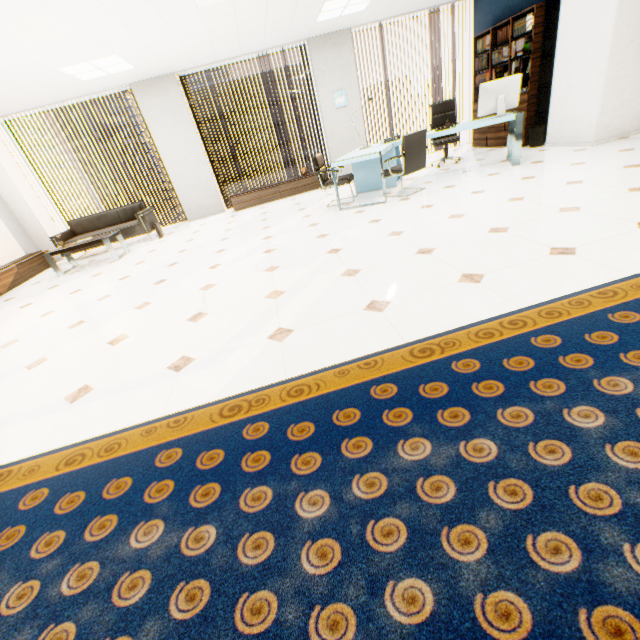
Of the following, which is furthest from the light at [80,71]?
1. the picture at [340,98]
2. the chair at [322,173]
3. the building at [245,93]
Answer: the building at [245,93]

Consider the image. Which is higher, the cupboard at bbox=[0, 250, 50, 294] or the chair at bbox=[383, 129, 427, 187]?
the chair at bbox=[383, 129, 427, 187]

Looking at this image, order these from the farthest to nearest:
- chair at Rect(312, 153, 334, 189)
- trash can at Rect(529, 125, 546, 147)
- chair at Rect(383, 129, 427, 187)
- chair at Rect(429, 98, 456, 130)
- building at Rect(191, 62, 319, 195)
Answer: building at Rect(191, 62, 319, 195)
chair at Rect(429, 98, 456, 130)
trash can at Rect(529, 125, 546, 147)
chair at Rect(312, 153, 334, 189)
chair at Rect(383, 129, 427, 187)

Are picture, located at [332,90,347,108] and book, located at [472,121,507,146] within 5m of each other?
yes

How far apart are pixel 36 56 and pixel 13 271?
3.79m

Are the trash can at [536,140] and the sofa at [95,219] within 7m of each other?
no

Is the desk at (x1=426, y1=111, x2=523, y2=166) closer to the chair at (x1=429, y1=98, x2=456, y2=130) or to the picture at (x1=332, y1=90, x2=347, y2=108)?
the chair at (x1=429, y1=98, x2=456, y2=130)

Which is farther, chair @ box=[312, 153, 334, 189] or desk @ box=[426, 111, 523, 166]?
chair @ box=[312, 153, 334, 189]
